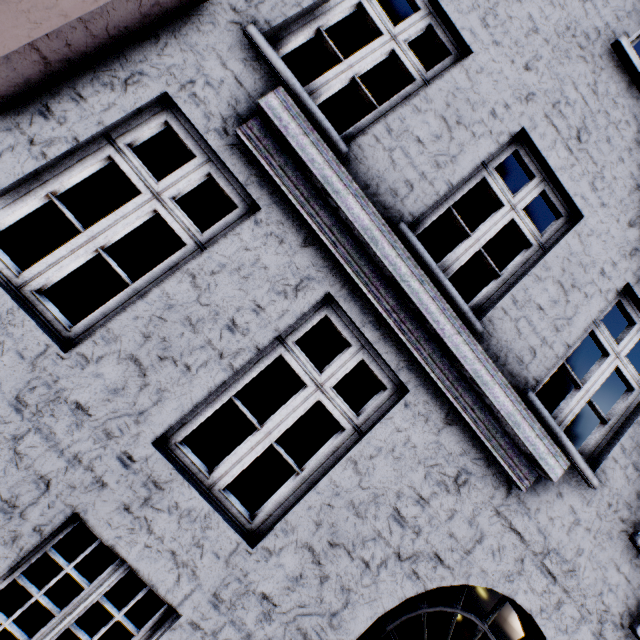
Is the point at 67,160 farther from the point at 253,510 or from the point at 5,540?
the point at 253,510
